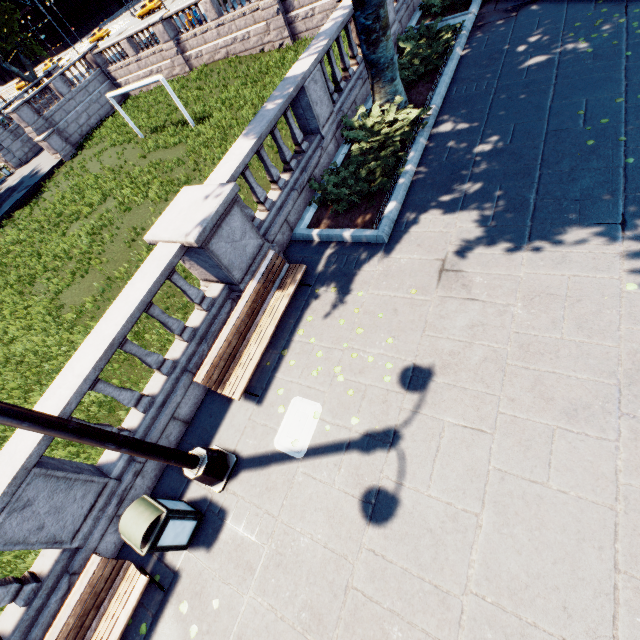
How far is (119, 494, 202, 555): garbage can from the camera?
4.27m

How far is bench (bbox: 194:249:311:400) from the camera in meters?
5.6 m

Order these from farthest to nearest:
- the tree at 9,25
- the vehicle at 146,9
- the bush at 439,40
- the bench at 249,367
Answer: → the vehicle at 146,9, the tree at 9,25, the bush at 439,40, the bench at 249,367

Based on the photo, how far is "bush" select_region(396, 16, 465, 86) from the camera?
9.5m

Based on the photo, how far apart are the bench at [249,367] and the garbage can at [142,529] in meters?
1.7 m

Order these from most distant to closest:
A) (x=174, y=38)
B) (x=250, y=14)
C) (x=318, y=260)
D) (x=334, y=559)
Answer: (x=174, y=38) → (x=250, y=14) → (x=318, y=260) → (x=334, y=559)

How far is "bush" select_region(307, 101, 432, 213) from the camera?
7.5m

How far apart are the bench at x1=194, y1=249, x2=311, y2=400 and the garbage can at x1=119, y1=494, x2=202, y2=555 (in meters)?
1.75
